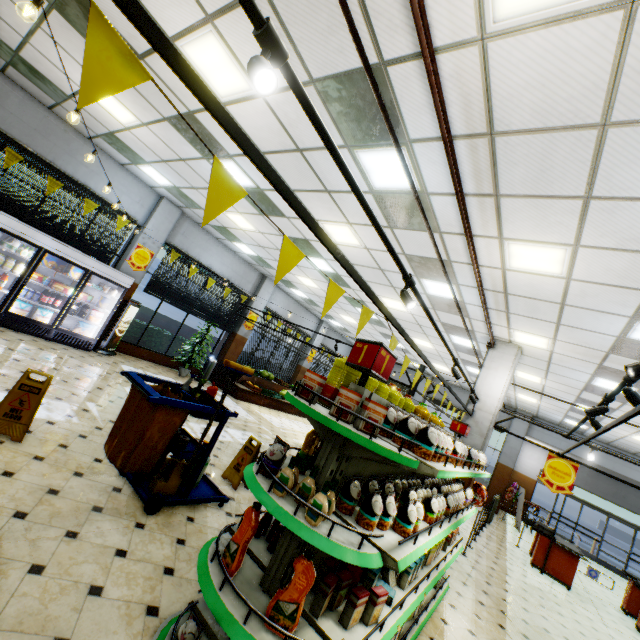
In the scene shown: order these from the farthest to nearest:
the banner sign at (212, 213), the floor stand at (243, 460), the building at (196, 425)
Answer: the building at (196, 425) < the floor stand at (243, 460) < the banner sign at (212, 213)

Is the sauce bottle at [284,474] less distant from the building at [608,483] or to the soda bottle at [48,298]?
the building at [608,483]

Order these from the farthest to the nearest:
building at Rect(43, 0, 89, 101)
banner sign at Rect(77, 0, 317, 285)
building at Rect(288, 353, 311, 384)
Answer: building at Rect(288, 353, 311, 384) < building at Rect(43, 0, 89, 101) < banner sign at Rect(77, 0, 317, 285)

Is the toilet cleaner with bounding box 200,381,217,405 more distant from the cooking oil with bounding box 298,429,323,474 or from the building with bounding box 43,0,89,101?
the cooking oil with bounding box 298,429,323,474

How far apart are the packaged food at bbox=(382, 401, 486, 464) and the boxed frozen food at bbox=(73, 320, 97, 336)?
9.1 meters

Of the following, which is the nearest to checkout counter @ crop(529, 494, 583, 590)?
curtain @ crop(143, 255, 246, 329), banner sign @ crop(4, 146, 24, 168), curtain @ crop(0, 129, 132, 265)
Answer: curtain @ crop(143, 255, 246, 329)

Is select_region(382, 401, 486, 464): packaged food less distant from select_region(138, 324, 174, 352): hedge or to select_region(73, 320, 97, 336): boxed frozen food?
select_region(73, 320, 97, 336): boxed frozen food

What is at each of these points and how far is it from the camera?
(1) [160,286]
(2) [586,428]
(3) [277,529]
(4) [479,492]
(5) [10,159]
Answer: (1) curtain, 10.7 meters
(2) building, 13.2 meters
(3) sauce bottle, 2.5 meters
(4) foil balloon, 8.0 meters
(5) banner sign, 7.3 meters
